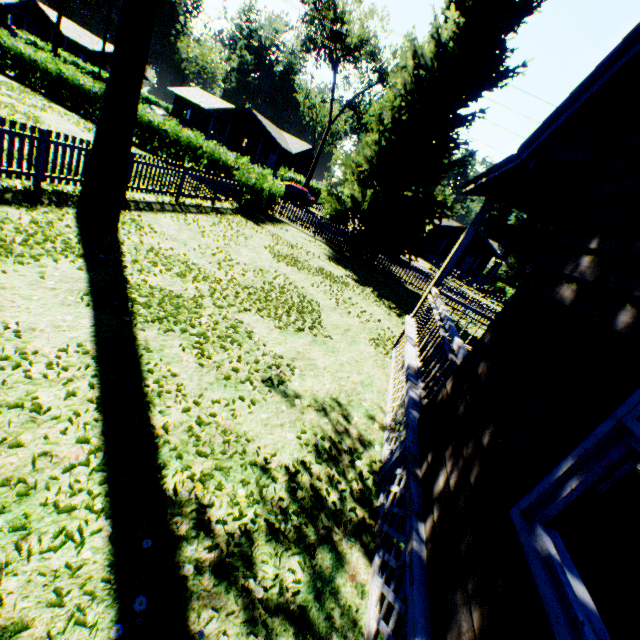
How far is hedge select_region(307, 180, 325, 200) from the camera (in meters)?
43.31

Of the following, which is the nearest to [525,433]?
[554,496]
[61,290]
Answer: [554,496]

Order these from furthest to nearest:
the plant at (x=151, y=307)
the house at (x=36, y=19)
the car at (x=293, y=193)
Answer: the house at (x=36, y=19), the car at (x=293, y=193), the plant at (x=151, y=307)

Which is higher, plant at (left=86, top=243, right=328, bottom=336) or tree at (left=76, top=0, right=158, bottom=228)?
tree at (left=76, top=0, right=158, bottom=228)

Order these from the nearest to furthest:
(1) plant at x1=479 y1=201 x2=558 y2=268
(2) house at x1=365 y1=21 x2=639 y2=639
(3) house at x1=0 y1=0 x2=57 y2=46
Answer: (2) house at x1=365 y1=21 x2=639 y2=639, (3) house at x1=0 y1=0 x2=57 y2=46, (1) plant at x1=479 y1=201 x2=558 y2=268

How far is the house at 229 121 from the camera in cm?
4166

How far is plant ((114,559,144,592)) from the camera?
2.3m

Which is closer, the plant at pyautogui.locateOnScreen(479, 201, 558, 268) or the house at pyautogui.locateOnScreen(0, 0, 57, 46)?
the house at pyautogui.locateOnScreen(0, 0, 57, 46)
